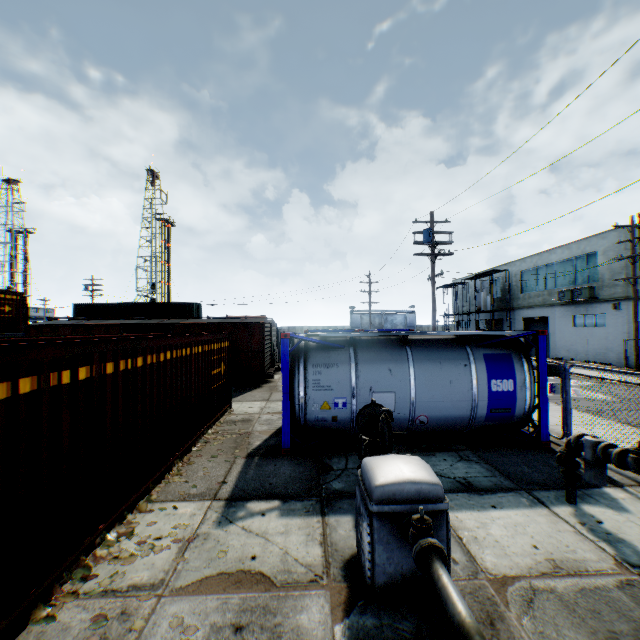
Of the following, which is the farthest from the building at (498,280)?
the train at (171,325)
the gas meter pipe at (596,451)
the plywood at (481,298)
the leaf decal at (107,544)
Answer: the leaf decal at (107,544)

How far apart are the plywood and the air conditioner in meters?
8.4

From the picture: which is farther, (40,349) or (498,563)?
(498,563)

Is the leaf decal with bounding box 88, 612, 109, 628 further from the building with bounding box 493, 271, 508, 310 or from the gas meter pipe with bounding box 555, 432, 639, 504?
the building with bounding box 493, 271, 508, 310

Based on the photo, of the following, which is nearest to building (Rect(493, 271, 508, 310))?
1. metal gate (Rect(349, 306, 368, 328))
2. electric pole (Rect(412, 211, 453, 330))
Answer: metal gate (Rect(349, 306, 368, 328))

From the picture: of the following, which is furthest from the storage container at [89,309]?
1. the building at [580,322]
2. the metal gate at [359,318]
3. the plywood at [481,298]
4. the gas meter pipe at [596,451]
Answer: the building at [580,322]

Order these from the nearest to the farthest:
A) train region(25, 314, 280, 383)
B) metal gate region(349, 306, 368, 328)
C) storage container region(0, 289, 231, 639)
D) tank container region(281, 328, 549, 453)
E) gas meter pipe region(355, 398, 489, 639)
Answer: gas meter pipe region(355, 398, 489, 639) → storage container region(0, 289, 231, 639) → tank container region(281, 328, 549, 453) → train region(25, 314, 280, 383) → metal gate region(349, 306, 368, 328)

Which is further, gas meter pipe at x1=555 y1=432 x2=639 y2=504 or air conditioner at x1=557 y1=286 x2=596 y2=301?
air conditioner at x1=557 y1=286 x2=596 y2=301
